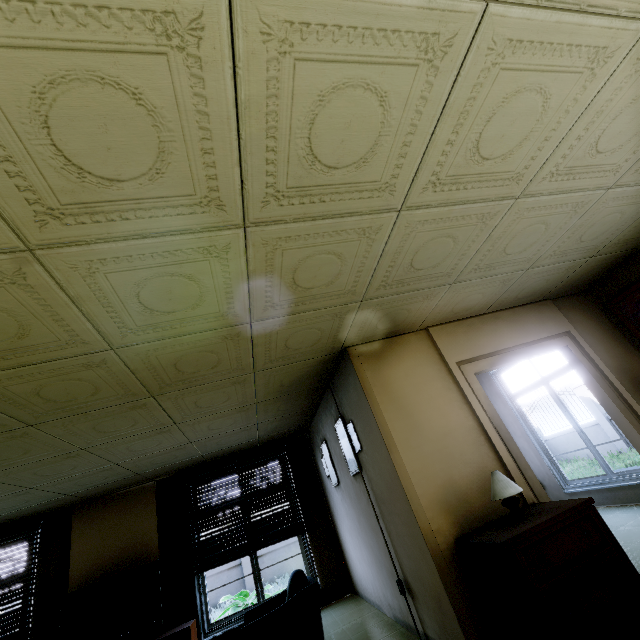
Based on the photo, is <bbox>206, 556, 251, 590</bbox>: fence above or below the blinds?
below

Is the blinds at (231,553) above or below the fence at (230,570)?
above

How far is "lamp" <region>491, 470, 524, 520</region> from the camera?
2.59m

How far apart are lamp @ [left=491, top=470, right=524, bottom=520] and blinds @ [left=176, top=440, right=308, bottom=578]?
4.30m

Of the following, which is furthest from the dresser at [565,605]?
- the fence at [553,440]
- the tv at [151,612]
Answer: the fence at [553,440]

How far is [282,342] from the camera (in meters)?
3.07

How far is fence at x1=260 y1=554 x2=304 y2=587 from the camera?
10.4 meters

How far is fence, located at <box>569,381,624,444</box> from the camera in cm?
1140
